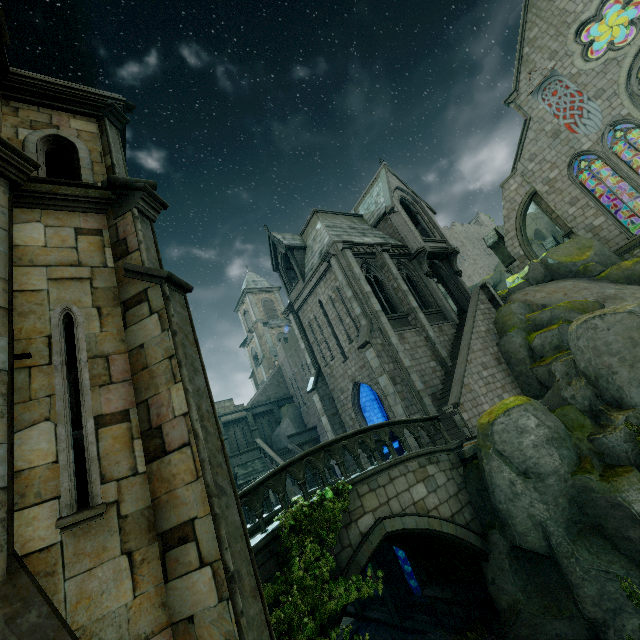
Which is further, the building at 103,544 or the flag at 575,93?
the flag at 575,93

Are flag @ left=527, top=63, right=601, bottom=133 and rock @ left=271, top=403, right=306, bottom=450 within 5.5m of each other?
no

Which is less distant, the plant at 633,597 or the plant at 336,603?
the plant at 336,603

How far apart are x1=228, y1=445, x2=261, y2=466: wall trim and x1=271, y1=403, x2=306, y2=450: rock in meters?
3.6 m

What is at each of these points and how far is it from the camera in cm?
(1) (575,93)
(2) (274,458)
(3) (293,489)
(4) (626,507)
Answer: (1) flag, 2180
(2) stair, 2395
(3) stair, 2200
(4) rock, 805

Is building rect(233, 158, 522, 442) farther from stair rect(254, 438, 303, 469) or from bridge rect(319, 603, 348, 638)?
stair rect(254, 438, 303, 469)

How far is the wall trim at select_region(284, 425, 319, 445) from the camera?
28.15m

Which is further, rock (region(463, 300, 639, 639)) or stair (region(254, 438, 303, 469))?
stair (region(254, 438, 303, 469))
